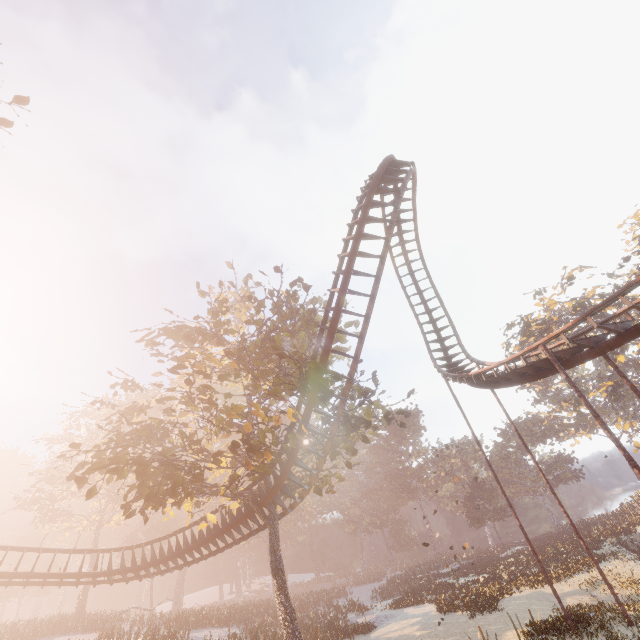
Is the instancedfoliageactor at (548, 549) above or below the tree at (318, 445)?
below

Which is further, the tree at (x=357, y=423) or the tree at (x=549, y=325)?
the tree at (x=549, y=325)

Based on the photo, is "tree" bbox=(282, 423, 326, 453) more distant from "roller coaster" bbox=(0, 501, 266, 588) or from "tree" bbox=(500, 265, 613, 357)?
"tree" bbox=(500, 265, 613, 357)

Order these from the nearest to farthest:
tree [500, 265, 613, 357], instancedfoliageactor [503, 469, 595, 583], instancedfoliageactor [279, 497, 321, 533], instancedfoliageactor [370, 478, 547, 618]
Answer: instancedfoliageactor [370, 478, 547, 618]
instancedfoliageactor [503, 469, 595, 583]
tree [500, 265, 613, 357]
instancedfoliageactor [279, 497, 321, 533]

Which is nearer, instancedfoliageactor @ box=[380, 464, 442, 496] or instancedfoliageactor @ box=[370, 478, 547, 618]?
instancedfoliageactor @ box=[370, 478, 547, 618]

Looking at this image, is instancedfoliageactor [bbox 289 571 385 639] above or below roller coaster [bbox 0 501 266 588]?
below

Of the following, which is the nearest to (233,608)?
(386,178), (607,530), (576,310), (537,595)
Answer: (537,595)
